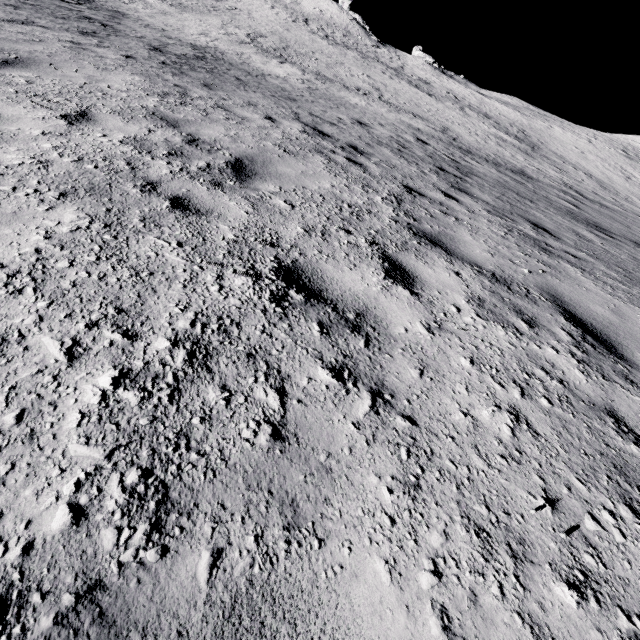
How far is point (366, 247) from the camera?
3.2m
